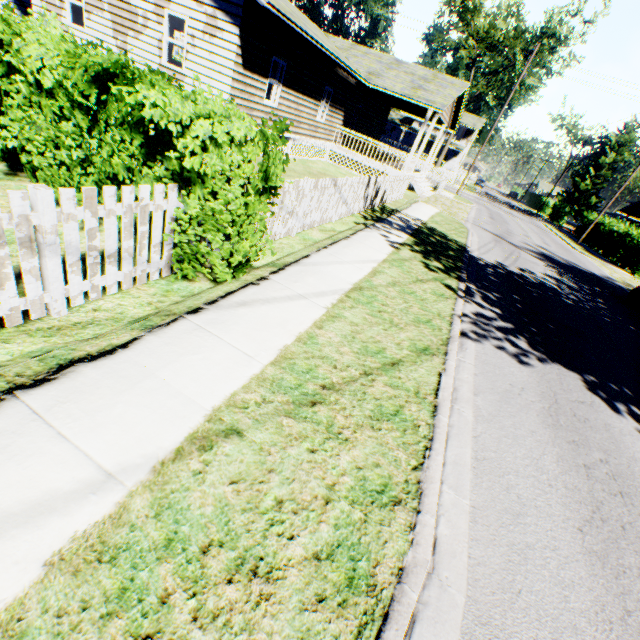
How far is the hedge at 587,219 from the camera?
36.18m

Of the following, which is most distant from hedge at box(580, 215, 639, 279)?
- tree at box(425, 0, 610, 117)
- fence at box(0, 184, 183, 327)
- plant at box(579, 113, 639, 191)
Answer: fence at box(0, 184, 183, 327)

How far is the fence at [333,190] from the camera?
6.4m

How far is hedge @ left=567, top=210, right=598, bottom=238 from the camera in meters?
36.2 m

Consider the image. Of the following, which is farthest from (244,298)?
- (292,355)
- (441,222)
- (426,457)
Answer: (441,222)

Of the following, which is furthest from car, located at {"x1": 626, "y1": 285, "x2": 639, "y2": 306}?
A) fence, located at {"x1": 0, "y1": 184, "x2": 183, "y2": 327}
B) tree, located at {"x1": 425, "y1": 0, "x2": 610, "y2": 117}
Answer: tree, located at {"x1": 425, "y1": 0, "x2": 610, "y2": 117}

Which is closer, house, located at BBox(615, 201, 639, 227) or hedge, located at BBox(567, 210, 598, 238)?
hedge, located at BBox(567, 210, 598, 238)

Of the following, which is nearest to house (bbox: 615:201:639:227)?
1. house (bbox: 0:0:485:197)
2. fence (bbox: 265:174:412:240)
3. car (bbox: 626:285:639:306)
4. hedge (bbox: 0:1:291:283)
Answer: house (bbox: 0:0:485:197)
